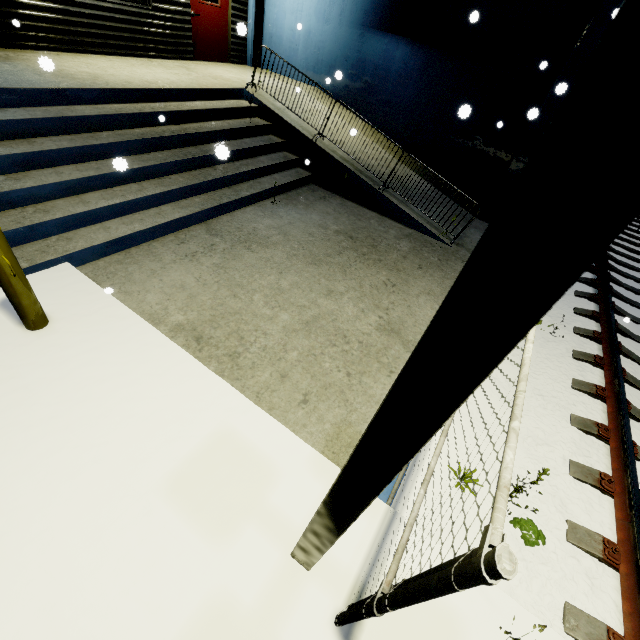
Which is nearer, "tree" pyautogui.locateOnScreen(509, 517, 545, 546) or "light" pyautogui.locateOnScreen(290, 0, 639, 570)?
"light" pyautogui.locateOnScreen(290, 0, 639, 570)

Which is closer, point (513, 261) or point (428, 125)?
point (513, 261)

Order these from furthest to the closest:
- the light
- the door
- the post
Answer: the door
the post
the light

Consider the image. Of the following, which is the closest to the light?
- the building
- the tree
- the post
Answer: the building

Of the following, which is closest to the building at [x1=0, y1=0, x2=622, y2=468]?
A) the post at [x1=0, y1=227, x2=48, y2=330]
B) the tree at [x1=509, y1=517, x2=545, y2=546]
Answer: the post at [x1=0, y1=227, x2=48, y2=330]

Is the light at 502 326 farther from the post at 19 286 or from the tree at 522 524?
the post at 19 286

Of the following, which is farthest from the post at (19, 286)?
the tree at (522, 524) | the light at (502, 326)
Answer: the tree at (522, 524)

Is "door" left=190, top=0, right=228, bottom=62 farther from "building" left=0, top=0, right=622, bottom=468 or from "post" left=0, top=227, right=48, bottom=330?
"post" left=0, top=227, right=48, bottom=330
